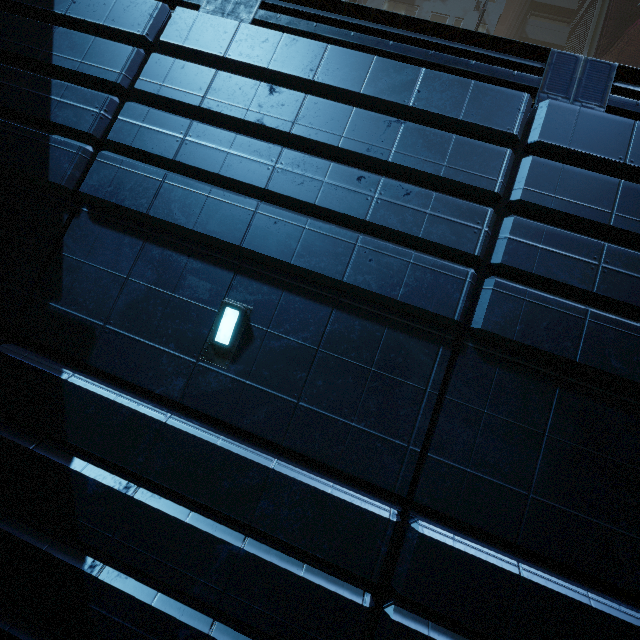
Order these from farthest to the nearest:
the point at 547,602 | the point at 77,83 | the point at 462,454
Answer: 1. the point at 77,83
2. the point at 462,454
3. the point at 547,602
